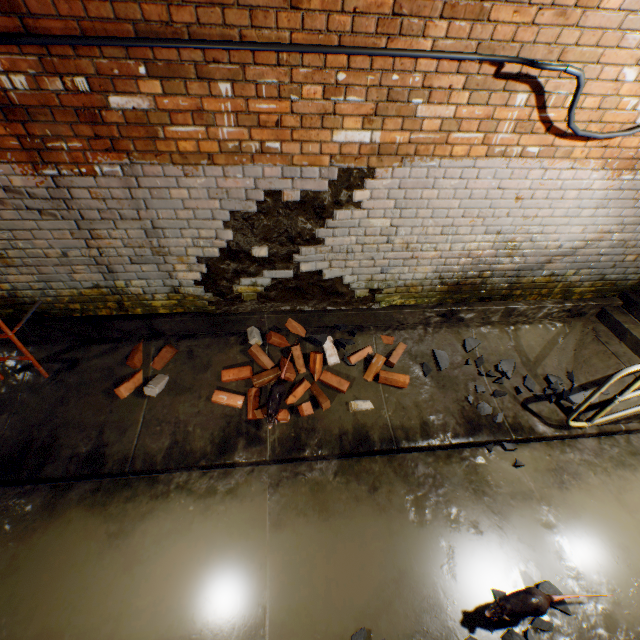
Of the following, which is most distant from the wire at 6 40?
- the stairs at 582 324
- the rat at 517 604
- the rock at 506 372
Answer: the rat at 517 604

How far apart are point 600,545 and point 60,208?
5.38m

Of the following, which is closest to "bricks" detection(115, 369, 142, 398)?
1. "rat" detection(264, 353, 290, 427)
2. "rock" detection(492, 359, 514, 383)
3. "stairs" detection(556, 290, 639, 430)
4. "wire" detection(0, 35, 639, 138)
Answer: "rat" detection(264, 353, 290, 427)

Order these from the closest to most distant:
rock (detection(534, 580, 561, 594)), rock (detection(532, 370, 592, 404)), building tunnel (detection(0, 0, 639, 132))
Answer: building tunnel (detection(0, 0, 639, 132)) → rock (detection(534, 580, 561, 594)) → rock (detection(532, 370, 592, 404))

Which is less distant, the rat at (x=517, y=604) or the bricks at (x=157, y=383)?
the rat at (x=517, y=604)

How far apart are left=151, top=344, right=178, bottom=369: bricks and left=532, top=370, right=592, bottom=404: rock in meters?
3.5 m

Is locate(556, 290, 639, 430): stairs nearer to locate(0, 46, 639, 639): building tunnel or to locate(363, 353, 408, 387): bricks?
locate(0, 46, 639, 639): building tunnel

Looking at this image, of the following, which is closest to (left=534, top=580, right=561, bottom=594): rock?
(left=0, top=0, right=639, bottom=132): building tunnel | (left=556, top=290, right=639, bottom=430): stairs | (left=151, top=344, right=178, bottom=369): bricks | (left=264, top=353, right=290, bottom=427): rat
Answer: (left=0, top=0, right=639, bottom=132): building tunnel
